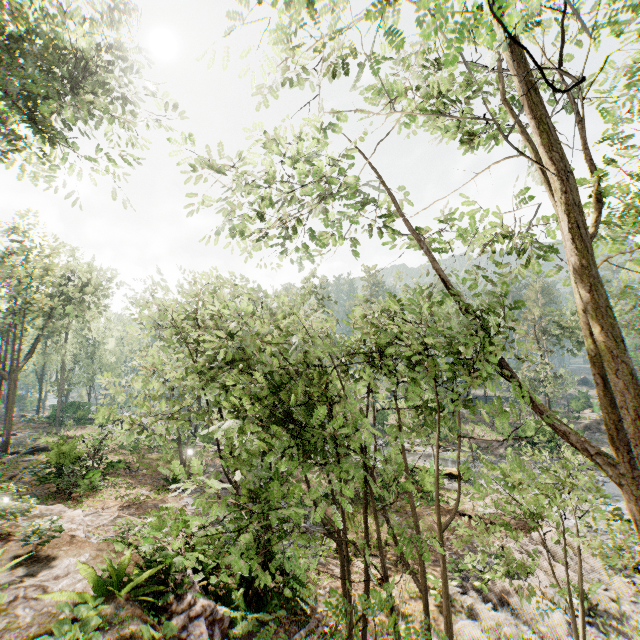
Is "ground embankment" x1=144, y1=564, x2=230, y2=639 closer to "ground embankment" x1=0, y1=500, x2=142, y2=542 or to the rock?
"ground embankment" x1=0, y1=500, x2=142, y2=542

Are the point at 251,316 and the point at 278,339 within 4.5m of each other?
yes

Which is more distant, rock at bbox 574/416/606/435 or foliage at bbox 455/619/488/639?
rock at bbox 574/416/606/435

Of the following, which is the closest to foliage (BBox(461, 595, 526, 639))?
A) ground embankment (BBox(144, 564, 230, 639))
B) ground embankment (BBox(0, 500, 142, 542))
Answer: ground embankment (BBox(144, 564, 230, 639))

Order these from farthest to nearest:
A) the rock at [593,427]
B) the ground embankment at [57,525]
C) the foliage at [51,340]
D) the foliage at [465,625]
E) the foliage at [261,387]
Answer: the rock at [593,427]
the foliage at [51,340]
the foliage at [465,625]
the ground embankment at [57,525]
the foliage at [261,387]

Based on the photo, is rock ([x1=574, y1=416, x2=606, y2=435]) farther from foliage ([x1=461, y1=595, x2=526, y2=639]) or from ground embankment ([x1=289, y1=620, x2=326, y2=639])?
ground embankment ([x1=289, y1=620, x2=326, y2=639])

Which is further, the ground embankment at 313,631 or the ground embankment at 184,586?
the ground embankment at 313,631
